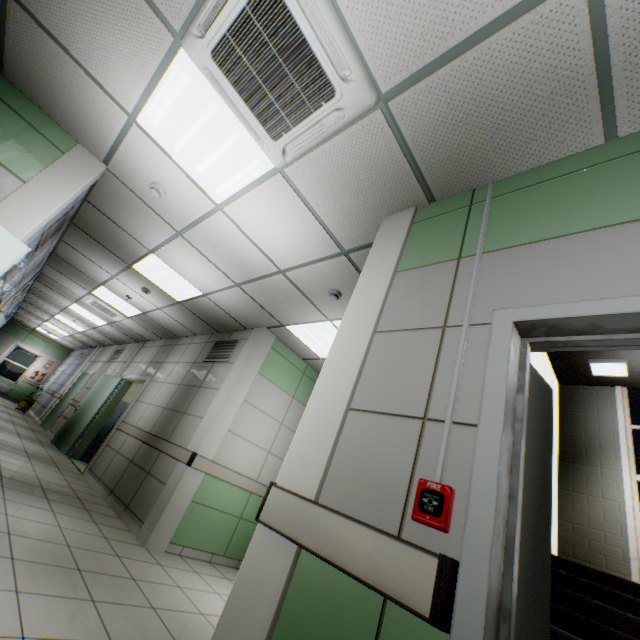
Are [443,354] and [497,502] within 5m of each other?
yes

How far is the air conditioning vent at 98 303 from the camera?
7.65m

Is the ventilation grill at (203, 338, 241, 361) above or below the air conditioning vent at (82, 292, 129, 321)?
below

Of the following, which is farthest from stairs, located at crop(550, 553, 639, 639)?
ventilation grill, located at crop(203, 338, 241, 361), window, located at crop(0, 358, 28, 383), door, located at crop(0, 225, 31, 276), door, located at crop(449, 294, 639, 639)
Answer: window, located at crop(0, 358, 28, 383)

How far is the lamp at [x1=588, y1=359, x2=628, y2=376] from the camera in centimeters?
557cm

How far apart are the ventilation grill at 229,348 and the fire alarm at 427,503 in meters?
4.7 m

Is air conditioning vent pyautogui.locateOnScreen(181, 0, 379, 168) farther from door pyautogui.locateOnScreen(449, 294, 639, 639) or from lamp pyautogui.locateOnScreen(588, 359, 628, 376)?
lamp pyautogui.locateOnScreen(588, 359, 628, 376)

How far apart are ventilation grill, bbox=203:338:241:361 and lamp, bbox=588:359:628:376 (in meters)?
6.28
